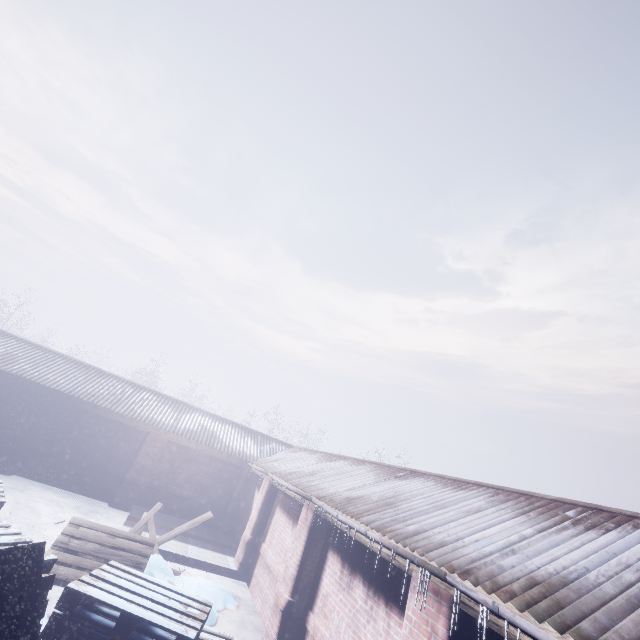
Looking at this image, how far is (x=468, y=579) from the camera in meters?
2.7
